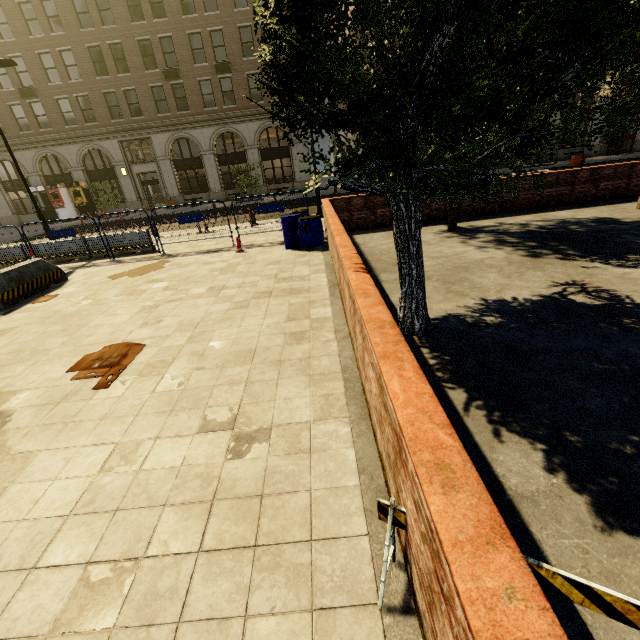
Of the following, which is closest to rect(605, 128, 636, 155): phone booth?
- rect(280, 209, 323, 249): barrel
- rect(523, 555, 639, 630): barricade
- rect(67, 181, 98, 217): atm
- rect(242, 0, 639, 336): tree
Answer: rect(242, 0, 639, 336): tree

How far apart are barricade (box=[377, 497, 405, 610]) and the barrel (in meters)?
8.72

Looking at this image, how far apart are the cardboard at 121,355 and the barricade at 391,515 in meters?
4.1

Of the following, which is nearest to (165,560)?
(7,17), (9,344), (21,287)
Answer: (9,344)

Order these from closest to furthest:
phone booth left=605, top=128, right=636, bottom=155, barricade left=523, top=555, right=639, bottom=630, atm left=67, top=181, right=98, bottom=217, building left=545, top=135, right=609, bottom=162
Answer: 1. barricade left=523, top=555, right=639, bottom=630
2. phone booth left=605, top=128, right=636, bottom=155
3. atm left=67, top=181, right=98, bottom=217
4. building left=545, top=135, right=609, bottom=162

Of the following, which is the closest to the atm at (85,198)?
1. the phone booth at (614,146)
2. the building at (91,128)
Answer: the building at (91,128)

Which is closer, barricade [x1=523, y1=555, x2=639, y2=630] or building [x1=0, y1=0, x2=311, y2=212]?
barricade [x1=523, y1=555, x2=639, y2=630]

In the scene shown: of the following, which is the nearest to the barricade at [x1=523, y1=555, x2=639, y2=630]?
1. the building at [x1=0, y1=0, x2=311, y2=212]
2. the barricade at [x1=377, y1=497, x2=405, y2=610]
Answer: the barricade at [x1=377, y1=497, x2=405, y2=610]
